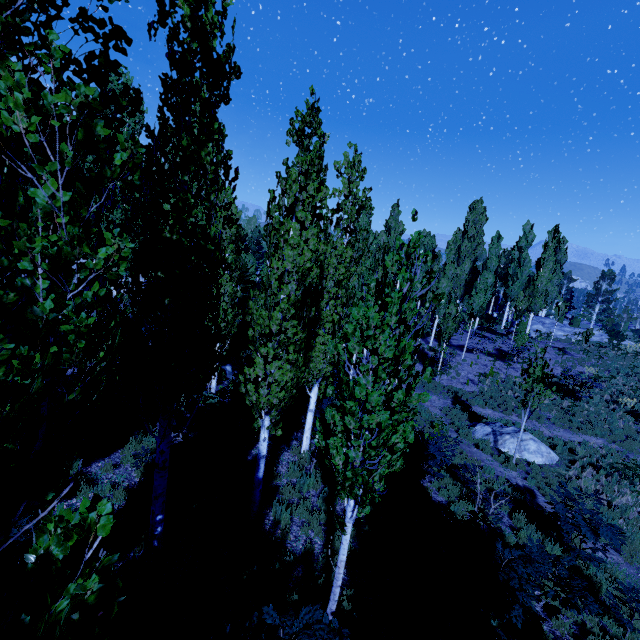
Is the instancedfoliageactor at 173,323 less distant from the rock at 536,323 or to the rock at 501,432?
the rock at 536,323

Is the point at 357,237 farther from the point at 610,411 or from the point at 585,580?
the point at 610,411

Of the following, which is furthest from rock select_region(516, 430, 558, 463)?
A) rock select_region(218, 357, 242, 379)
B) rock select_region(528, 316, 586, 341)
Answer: rock select_region(528, 316, 586, 341)

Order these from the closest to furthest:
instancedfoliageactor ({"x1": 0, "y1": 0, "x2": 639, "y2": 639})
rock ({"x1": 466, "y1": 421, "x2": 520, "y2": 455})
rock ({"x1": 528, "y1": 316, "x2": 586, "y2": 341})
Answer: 1. instancedfoliageactor ({"x1": 0, "y1": 0, "x2": 639, "y2": 639})
2. rock ({"x1": 466, "y1": 421, "x2": 520, "y2": 455})
3. rock ({"x1": 528, "y1": 316, "x2": 586, "y2": 341})

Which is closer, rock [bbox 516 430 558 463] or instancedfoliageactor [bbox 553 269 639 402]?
rock [bbox 516 430 558 463]

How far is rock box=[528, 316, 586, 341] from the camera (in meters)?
32.01

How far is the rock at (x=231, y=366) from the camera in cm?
1708
